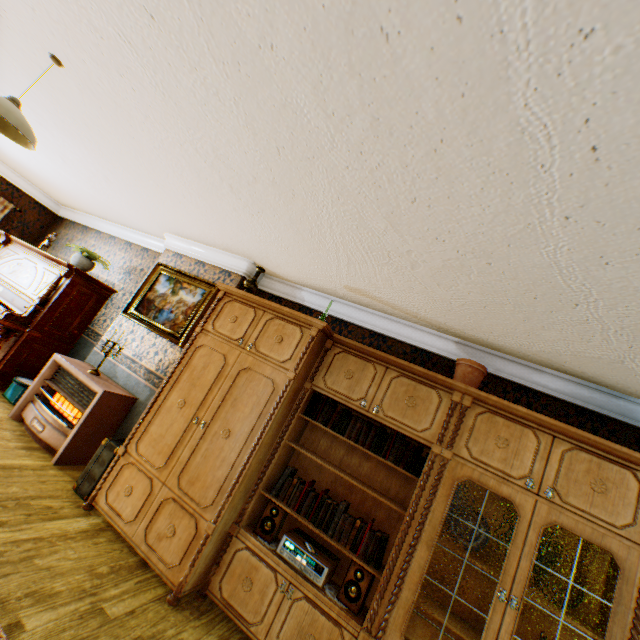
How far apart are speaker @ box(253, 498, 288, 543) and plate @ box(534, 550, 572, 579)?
2.0m

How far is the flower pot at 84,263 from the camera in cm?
538

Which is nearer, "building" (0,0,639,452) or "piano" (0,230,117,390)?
"building" (0,0,639,452)

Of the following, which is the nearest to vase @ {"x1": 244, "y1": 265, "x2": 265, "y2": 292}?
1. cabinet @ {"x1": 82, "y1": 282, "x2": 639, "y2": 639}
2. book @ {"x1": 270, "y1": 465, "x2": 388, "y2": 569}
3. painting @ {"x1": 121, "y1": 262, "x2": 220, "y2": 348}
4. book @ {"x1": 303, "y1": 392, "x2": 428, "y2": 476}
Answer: cabinet @ {"x1": 82, "y1": 282, "x2": 639, "y2": 639}

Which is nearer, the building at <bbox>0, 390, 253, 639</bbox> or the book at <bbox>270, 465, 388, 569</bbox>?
the building at <bbox>0, 390, 253, 639</bbox>

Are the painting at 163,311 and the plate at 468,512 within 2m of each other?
no

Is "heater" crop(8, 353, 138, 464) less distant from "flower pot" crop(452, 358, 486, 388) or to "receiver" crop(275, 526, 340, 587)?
"receiver" crop(275, 526, 340, 587)

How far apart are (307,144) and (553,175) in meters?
1.3 m
